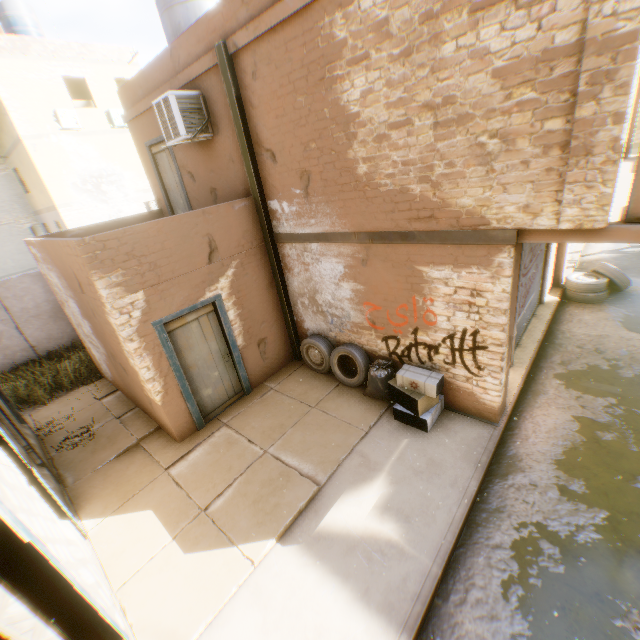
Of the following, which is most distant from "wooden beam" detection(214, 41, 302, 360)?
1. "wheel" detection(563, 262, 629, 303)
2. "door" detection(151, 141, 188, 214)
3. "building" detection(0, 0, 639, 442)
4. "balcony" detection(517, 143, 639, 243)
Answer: "door" detection(151, 141, 188, 214)

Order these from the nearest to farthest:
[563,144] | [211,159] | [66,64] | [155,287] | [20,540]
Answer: [20,540] → [563,144] → [155,287] → [211,159] → [66,64]

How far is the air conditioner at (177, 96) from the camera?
6.3 meters

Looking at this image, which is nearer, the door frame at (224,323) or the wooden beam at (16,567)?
the wooden beam at (16,567)

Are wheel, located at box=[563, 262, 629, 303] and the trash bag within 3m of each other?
no

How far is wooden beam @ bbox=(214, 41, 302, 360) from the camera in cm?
580

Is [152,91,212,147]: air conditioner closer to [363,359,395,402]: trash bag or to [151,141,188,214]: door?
[151,141,188,214]: door

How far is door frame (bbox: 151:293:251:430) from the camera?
5.9m
